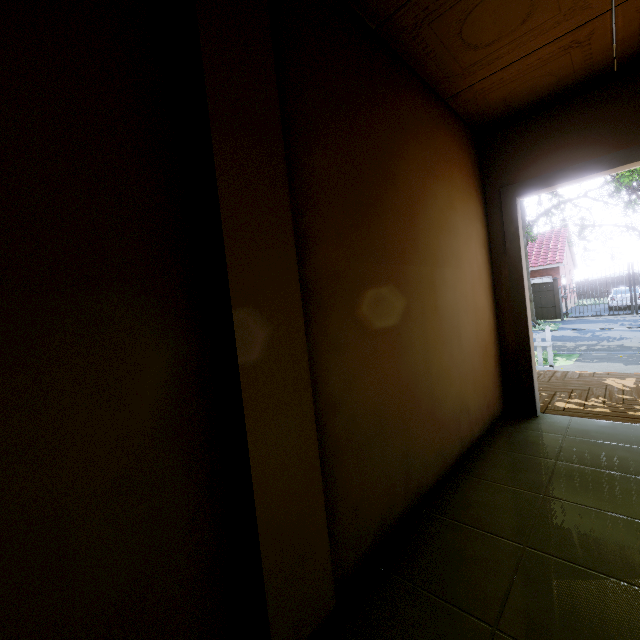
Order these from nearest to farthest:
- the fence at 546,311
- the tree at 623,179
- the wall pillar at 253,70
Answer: the wall pillar at 253,70 → the tree at 623,179 → the fence at 546,311

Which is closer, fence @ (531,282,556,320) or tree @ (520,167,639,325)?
tree @ (520,167,639,325)

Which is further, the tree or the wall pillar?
the tree

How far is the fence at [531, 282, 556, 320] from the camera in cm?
1997

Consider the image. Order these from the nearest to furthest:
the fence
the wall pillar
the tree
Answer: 1. the wall pillar
2. the tree
3. the fence

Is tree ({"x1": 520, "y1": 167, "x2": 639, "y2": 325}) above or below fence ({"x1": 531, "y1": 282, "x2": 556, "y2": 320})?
above

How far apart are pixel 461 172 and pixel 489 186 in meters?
0.7

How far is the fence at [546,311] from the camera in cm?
1997
